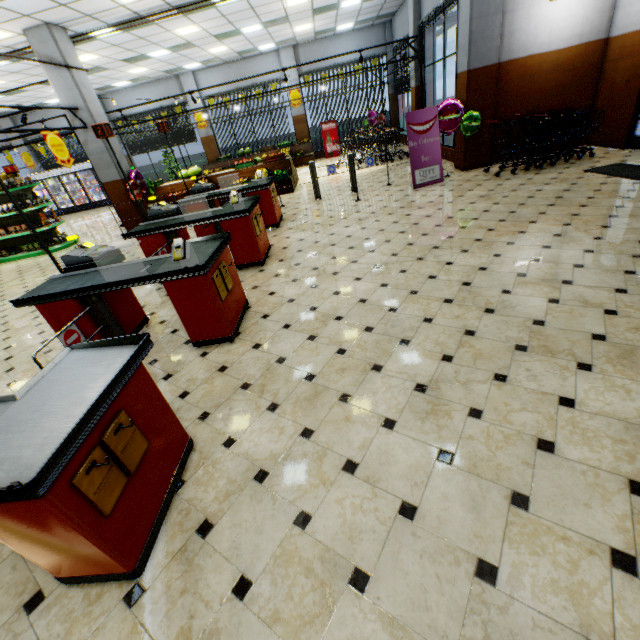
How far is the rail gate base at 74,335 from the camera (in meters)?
3.06

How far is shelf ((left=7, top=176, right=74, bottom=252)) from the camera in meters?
9.5

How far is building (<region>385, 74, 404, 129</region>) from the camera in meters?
15.8 m

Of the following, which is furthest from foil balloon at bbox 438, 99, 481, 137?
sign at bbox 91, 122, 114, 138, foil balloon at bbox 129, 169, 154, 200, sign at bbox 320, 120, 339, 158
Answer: sign at bbox 320, 120, 339, 158

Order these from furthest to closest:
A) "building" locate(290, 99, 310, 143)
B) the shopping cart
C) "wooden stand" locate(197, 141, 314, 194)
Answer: "building" locate(290, 99, 310, 143), "wooden stand" locate(197, 141, 314, 194), the shopping cart

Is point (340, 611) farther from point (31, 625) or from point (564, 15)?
point (564, 15)

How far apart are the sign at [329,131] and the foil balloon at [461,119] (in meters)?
9.88

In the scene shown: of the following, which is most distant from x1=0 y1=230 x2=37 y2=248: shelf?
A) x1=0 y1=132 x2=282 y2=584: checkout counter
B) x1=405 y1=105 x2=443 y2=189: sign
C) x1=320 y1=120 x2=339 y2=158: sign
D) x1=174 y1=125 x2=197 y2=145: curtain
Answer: x1=320 y1=120 x2=339 y2=158: sign
